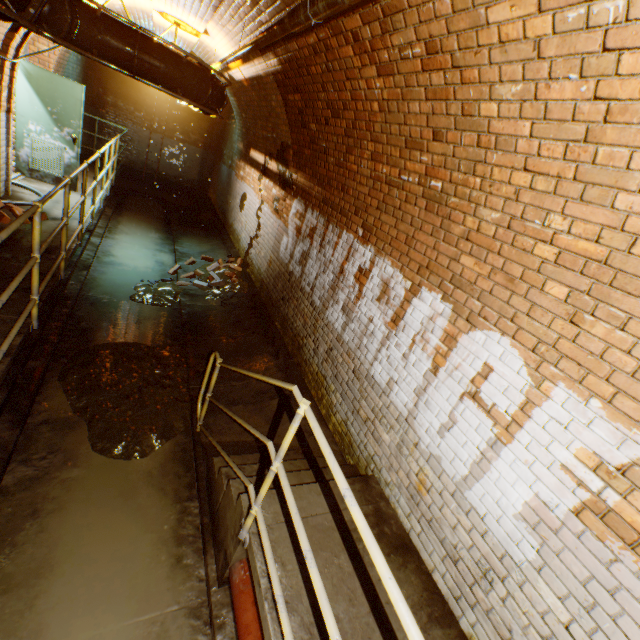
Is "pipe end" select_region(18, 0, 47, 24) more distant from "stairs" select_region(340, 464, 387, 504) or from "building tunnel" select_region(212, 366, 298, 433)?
Result: "stairs" select_region(340, 464, 387, 504)

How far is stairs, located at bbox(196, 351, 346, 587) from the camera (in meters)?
2.29

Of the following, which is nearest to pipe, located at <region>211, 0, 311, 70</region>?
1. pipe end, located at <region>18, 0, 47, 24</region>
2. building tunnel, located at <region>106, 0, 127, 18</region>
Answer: building tunnel, located at <region>106, 0, 127, 18</region>

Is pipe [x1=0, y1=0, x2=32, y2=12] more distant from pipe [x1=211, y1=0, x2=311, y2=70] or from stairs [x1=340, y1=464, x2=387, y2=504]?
stairs [x1=340, y1=464, x2=387, y2=504]

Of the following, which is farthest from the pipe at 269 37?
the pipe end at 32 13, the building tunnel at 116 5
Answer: the pipe end at 32 13

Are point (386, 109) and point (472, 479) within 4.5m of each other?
yes

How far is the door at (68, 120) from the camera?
6.2m

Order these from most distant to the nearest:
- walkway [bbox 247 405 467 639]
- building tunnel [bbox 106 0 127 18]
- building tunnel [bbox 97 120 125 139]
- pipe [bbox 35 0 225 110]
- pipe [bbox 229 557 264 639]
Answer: building tunnel [bbox 97 120 125 139], building tunnel [bbox 106 0 127 18], pipe [bbox 35 0 225 110], pipe [bbox 229 557 264 639], walkway [bbox 247 405 467 639]
